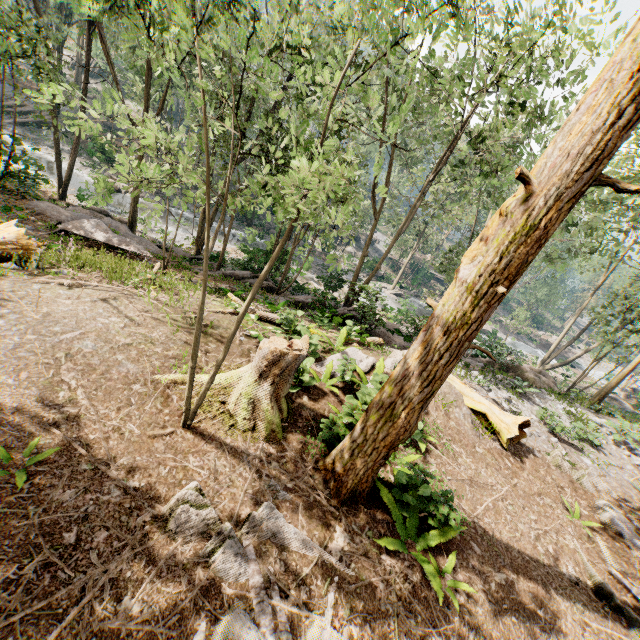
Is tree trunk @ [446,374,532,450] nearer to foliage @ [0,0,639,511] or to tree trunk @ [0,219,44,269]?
foliage @ [0,0,639,511]

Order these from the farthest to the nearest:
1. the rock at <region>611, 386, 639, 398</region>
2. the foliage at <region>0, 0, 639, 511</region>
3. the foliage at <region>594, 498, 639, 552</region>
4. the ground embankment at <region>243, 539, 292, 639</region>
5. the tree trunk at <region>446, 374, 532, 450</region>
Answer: the rock at <region>611, 386, 639, 398</region> → the tree trunk at <region>446, 374, 532, 450</region> → the foliage at <region>594, 498, 639, 552</region> → the ground embankment at <region>243, 539, 292, 639</region> → the foliage at <region>0, 0, 639, 511</region>

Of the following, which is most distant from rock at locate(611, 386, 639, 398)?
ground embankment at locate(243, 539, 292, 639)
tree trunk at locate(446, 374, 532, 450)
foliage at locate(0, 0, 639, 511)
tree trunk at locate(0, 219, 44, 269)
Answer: tree trunk at locate(0, 219, 44, 269)

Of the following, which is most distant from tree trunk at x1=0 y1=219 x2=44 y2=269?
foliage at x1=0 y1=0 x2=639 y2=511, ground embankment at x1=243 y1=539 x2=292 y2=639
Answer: foliage at x1=0 y1=0 x2=639 y2=511

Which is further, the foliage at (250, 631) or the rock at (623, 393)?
the rock at (623, 393)

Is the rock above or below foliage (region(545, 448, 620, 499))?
below

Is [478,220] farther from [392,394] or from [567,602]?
[392,394]

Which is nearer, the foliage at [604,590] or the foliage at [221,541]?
the foliage at [221,541]
